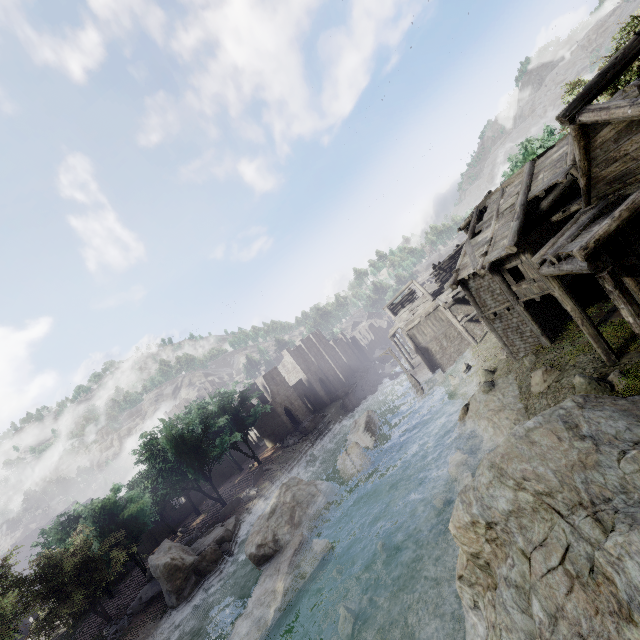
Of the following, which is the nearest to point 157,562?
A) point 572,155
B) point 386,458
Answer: point 386,458

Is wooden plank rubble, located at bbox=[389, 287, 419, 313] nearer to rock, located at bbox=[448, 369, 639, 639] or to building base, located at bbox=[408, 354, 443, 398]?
building base, located at bbox=[408, 354, 443, 398]

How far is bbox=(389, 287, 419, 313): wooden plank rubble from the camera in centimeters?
4103cm

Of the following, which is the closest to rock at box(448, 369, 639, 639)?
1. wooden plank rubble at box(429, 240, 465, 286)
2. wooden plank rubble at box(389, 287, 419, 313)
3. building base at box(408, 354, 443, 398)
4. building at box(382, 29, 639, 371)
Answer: building at box(382, 29, 639, 371)

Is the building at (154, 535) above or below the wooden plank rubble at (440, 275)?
below

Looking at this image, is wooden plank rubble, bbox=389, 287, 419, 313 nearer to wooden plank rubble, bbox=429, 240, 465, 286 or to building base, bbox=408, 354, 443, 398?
wooden plank rubble, bbox=429, 240, 465, 286

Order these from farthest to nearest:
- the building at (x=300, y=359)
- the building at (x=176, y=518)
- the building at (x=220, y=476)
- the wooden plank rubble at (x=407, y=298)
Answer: the building at (x=220, y=476), the building at (x=300, y=359), the building at (x=176, y=518), the wooden plank rubble at (x=407, y=298)

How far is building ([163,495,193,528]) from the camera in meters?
42.7 m
